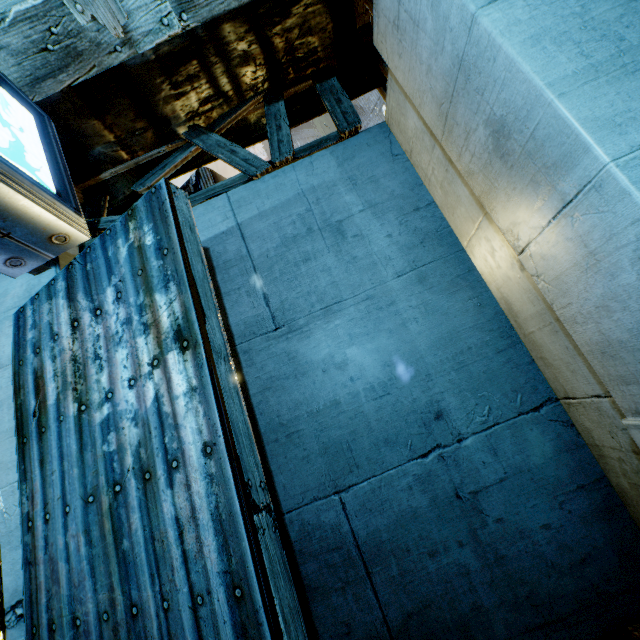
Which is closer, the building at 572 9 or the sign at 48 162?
the sign at 48 162

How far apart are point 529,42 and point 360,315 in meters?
2.7 m

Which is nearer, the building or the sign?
the sign
